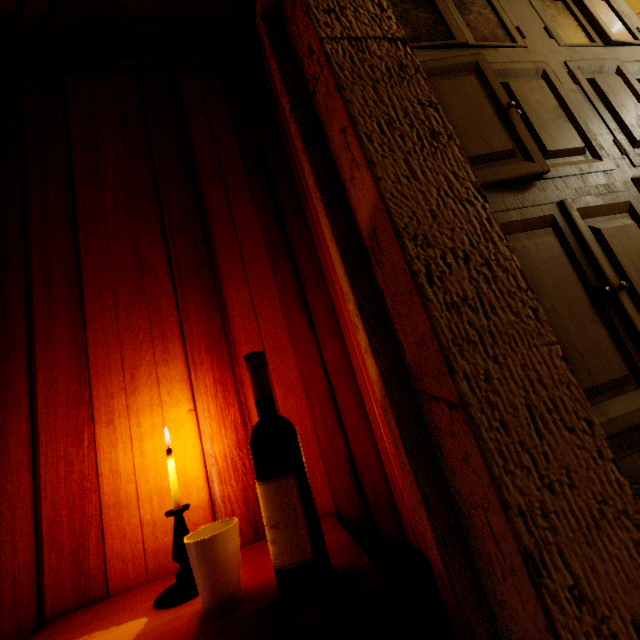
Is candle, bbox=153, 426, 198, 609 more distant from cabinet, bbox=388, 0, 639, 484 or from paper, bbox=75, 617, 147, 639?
cabinet, bbox=388, 0, 639, 484

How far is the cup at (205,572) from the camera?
0.6m

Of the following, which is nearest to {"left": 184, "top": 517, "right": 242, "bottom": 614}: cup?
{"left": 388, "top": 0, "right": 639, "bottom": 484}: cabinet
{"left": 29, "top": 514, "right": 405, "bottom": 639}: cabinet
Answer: {"left": 29, "top": 514, "right": 405, "bottom": 639}: cabinet

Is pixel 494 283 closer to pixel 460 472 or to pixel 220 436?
pixel 460 472

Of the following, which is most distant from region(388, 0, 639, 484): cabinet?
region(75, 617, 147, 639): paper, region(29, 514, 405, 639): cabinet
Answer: region(75, 617, 147, 639): paper

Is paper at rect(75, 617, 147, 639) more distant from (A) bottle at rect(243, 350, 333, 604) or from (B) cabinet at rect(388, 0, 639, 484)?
(B) cabinet at rect(388, 0, 639, 484)

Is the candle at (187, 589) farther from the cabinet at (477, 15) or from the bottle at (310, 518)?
the cabinet at (477, 15)
